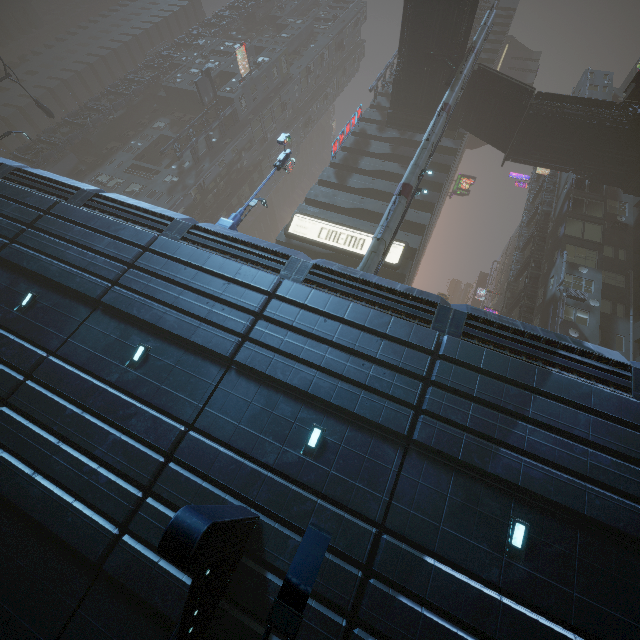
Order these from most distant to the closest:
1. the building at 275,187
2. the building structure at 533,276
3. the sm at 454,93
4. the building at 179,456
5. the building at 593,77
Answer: the building at 275,187 < the building at 593,77 < the building structure at 533,276 < the sm at 454,93 < the building at 179,456

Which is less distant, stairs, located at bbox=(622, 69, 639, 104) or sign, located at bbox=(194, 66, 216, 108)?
stairs, located at bbox=(622, 69, 639, 104)

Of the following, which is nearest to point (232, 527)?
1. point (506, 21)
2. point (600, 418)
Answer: point (600, 418)

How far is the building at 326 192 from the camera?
30.4m

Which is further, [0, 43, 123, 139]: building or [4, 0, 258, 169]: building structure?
[0, 43, 123, 139]: building

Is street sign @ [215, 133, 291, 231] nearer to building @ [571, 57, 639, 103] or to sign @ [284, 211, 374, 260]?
building @ [571, 57, 639, 103]

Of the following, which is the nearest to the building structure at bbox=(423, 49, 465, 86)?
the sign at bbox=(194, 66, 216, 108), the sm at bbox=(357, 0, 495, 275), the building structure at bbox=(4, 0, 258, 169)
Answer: the sm at bbox=(357, 0, 495, 275)

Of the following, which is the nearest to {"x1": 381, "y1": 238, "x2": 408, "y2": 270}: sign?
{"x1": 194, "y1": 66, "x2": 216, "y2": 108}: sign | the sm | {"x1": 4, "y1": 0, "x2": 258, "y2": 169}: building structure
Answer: the sm
